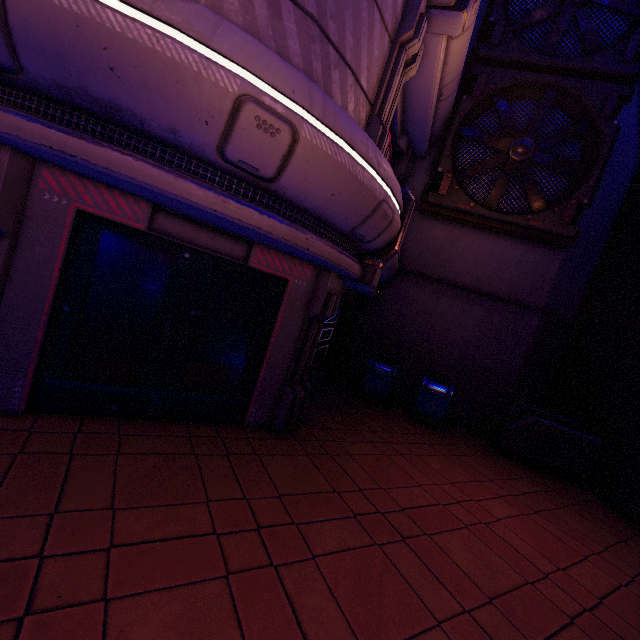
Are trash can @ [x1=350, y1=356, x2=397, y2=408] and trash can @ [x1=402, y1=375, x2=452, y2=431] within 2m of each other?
yes

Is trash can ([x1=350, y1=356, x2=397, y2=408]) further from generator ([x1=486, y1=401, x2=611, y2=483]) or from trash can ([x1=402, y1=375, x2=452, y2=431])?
generator ([x1=486, y1=401, x2=611, y2=483])

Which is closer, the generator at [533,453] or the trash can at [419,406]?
the generator at [533,453]

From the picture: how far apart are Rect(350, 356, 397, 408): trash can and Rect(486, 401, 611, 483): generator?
2.63m

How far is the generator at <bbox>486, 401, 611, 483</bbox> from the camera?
7.8m

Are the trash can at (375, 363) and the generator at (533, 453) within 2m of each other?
no

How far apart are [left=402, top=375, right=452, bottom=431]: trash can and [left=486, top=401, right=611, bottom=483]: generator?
1.1 meters

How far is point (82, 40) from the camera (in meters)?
2.50
